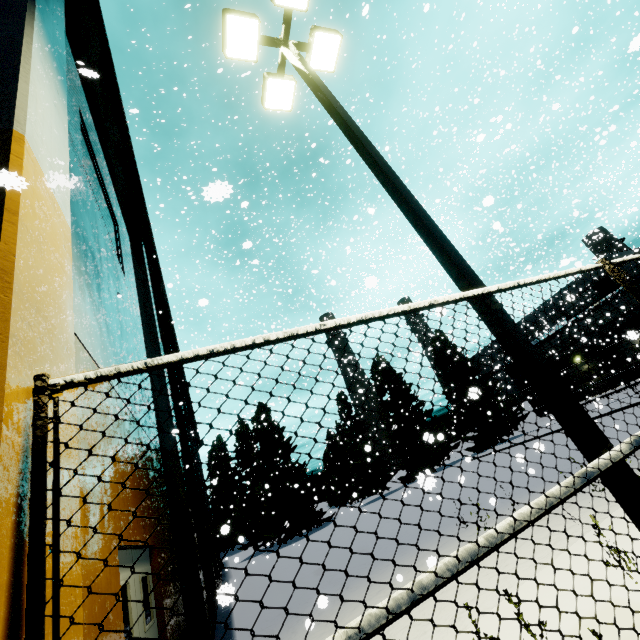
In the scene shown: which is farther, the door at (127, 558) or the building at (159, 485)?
the building at (159, 485)

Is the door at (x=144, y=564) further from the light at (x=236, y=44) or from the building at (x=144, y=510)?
the light at (x=236, y=44)

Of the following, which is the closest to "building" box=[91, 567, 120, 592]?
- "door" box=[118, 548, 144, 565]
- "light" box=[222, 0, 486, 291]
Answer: "door" box=[118, 548, 144, 565]

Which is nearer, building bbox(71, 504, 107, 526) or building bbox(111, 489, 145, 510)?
building bbox(71, 504, 107, 526)

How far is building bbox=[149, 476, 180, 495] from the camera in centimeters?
776cm

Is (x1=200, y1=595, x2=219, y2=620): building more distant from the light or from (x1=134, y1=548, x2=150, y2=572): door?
the light

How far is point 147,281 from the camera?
13.5m
